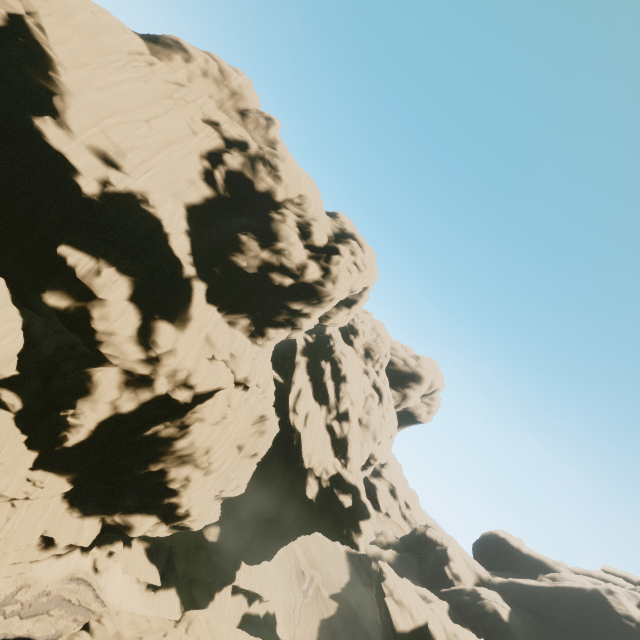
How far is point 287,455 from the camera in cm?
4297

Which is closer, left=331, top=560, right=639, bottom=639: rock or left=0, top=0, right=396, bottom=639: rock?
left=0, top=0, right=396, bottom=639: rock

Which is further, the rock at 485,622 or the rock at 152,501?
the rock at 485,622
